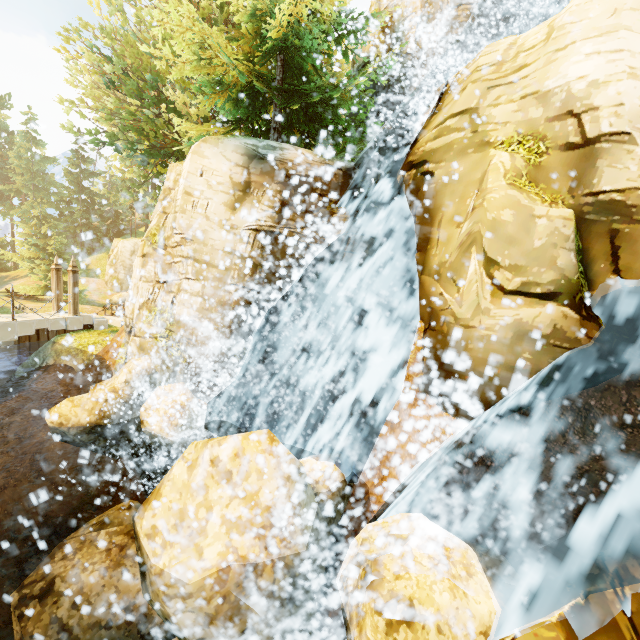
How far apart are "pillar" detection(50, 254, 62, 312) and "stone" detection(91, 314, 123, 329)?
0.92m

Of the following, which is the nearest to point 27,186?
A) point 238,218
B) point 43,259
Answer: point 43,259

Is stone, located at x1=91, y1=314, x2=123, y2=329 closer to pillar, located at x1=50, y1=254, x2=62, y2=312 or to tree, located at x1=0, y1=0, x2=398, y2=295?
pillar, located at x1=50, y1=254, x2=62, y2=312

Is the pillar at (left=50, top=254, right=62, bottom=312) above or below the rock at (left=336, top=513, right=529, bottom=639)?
above

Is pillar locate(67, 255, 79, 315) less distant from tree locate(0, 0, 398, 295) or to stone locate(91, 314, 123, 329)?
stone locate(91, 314, 123, 329)

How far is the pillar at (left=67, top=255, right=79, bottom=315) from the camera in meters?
14.6

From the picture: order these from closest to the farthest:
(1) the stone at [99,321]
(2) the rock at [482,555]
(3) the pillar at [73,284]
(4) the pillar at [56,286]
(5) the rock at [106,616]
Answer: (2) the rock at [482,555] < (5) the rock at [106,616] < (3) the pillar at [73,284] < (4) the pillar at [56,286] < (1) the stone at [99,321]

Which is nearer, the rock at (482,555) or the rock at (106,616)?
the rock at (482,555)
